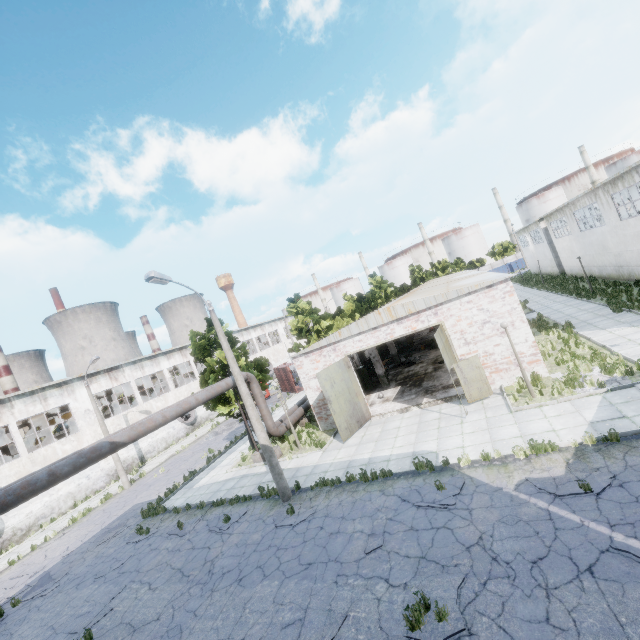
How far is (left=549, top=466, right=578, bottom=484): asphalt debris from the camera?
8.52m

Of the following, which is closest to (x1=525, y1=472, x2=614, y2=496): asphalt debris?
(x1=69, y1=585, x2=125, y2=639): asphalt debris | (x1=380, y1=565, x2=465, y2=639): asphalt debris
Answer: (x1=380, y1=565, x2=465, y2=639): asphalt debris

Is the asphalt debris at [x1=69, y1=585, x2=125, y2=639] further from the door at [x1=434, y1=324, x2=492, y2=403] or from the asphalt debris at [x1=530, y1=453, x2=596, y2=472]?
the door at [x1=434, y1=324, x2=492, y2=403]

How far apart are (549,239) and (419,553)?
46.6 meters

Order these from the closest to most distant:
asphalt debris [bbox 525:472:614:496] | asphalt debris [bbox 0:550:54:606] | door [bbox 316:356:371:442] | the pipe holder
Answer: asphalt debris [bbox 525:472:614:496]
asphalt debris [bbox 0:550:54:606]
door [bbox 316:356:371:442]
the pipe holder

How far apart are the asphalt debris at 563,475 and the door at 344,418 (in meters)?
8.77

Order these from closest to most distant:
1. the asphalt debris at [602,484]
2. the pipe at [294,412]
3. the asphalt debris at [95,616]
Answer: the asphalt debris at [602,484] → the asphalt debris at [95,616] → the pipe at [294,412]
